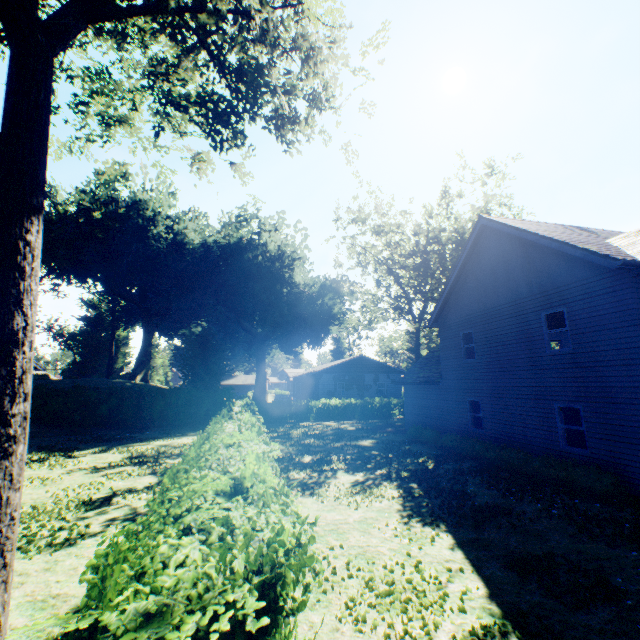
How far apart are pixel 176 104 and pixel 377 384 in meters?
35.1 m

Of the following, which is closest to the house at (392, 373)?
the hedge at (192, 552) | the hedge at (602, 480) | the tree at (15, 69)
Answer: the hedge at (602, 480)

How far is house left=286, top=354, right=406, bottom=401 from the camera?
36.6m

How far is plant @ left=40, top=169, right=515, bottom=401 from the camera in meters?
34.2 m

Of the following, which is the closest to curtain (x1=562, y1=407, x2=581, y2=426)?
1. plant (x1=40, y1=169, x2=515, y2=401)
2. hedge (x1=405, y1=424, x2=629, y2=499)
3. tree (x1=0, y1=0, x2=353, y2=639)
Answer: hedge (x1=405, y1=424, x2=629, y2=499)

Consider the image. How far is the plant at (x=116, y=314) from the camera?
34.2 meters

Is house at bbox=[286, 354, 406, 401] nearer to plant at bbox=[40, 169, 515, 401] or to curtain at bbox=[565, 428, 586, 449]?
plant at bbox=[40, 169, 515, 401]

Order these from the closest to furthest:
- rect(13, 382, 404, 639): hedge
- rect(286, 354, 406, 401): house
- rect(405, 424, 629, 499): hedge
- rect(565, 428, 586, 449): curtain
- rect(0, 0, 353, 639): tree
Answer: rect(13, 382, 404, 639): hedge, rect(0, 0, 353, 639): tree, rect(405, 424, 629, 499): hedge, rect(565, 428, 586, 449): curtain, rect(286, 354, 406, 401): house
